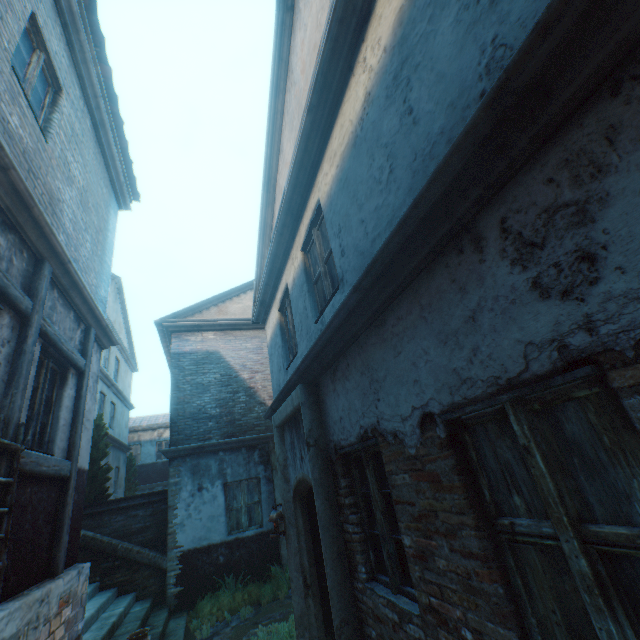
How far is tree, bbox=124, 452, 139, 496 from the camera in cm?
1898

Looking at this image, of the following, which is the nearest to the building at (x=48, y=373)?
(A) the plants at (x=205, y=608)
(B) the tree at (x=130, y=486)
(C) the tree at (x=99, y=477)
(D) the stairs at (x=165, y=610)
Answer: (D) the stairs at (x=165, y=610)

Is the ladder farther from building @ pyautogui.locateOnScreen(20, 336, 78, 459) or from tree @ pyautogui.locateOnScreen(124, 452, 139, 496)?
tree @ pyautogui.locateOnScreen(124, 452, 139, 496)

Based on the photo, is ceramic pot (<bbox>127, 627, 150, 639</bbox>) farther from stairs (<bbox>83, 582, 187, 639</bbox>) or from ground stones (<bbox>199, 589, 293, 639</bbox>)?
ground stones (<bbox>199, 589, 293, 639</bbox>)

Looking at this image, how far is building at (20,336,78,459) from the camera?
4.1m

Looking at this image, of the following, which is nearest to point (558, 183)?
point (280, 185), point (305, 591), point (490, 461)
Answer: point (490, 461)

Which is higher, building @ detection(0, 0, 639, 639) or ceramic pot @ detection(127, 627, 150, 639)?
building @ detection(0, 0, 639, 639)

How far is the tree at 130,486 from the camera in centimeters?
1898cm
